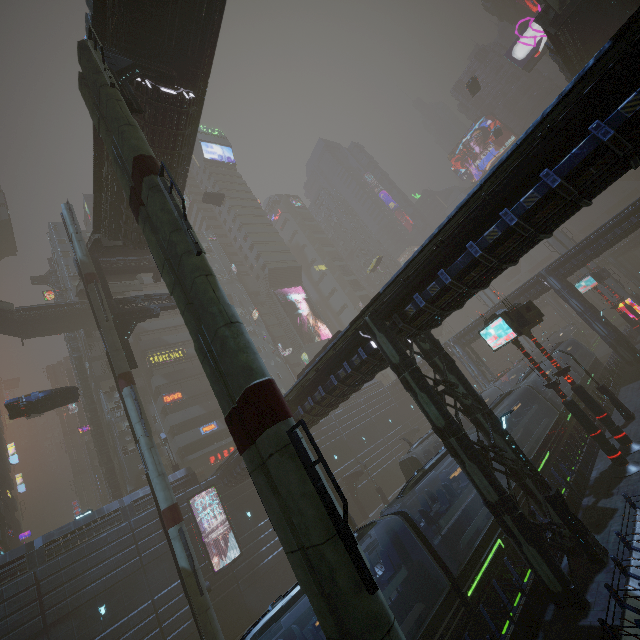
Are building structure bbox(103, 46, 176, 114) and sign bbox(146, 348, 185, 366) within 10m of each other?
no

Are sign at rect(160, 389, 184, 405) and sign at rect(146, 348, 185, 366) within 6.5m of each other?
yes

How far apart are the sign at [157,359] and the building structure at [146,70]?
36.5m

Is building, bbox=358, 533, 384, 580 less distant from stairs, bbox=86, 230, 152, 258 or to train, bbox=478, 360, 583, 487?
train, bbox=478, 360, 583, 487

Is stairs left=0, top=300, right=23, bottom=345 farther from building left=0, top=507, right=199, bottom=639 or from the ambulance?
the ambulance

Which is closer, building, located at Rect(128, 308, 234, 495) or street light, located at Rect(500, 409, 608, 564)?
street light, located at Rect(500, 409, 608, 564)

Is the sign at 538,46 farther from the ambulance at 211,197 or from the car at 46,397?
the car at 46,397

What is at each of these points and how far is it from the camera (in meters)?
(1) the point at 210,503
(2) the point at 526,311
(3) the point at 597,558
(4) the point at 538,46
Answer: (1) building, 30.27
(2) sign, 19.77
(3) street light, 11.37
(4) sign, 58.41
